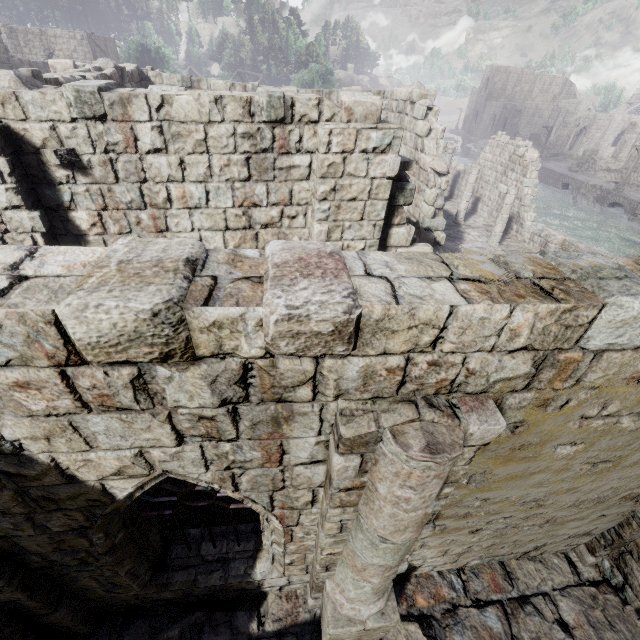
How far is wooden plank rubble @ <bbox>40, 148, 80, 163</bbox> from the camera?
4.5m

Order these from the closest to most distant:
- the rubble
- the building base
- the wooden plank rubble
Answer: the wooden plank rubble, the rubble, the building base

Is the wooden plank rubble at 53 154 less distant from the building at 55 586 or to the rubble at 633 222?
the building at 55 586

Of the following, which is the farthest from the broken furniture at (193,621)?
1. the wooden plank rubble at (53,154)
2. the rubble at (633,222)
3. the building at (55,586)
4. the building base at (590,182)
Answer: the rubble at (633,222)

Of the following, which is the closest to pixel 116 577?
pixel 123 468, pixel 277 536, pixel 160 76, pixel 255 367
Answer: pixel 277 536

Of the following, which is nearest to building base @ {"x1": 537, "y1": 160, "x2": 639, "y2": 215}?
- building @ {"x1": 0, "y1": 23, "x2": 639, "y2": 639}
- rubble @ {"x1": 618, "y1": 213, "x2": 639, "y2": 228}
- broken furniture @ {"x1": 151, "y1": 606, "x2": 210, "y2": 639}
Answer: rubble @ {"x1": 618, "y1": 213, "x2": 639, "y2": 228}

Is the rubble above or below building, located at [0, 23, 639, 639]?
below

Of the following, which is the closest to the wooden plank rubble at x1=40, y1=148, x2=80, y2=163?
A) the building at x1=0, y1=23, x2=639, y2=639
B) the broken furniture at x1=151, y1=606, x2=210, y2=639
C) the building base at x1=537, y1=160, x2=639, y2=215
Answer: the building at x1=0, y1=23, x2=639, y2=639
